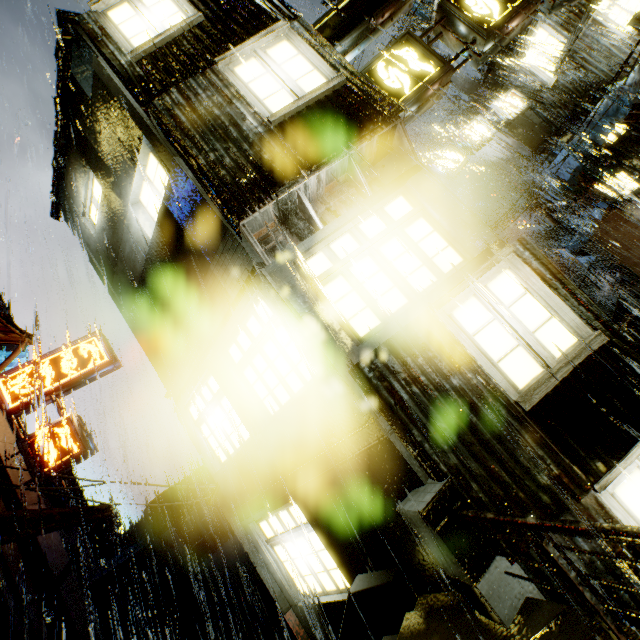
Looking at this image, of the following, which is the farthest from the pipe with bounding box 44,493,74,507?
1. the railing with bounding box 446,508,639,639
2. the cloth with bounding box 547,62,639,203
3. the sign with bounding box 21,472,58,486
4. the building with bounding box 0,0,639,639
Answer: the cloth with bounding box 547,62,639,203

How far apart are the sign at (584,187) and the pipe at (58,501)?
27.4 meters

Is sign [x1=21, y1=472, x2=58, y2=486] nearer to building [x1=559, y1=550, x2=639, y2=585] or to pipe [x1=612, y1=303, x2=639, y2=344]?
building [x1=559, y1=550, x2=639, y2=585]

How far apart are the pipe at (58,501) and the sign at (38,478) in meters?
4.2

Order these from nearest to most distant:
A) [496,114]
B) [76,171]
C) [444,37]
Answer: [444,37] → [76,171] → [496,114]

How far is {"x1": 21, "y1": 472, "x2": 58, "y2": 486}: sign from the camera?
10.8m

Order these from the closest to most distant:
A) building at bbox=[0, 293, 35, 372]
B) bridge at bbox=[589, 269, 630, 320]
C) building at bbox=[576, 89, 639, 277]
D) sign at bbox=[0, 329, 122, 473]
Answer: sign at bbox=[0, 329, 122, 473], building at bbox=[0, 293, 35, 372], building at bbox=[576, 89, 639, 277], bridge at bbox=[589, 269, 630, 320]

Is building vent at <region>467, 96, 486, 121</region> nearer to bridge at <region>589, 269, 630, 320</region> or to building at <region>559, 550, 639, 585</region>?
building at <region>559, 550, 639, 585</region>
